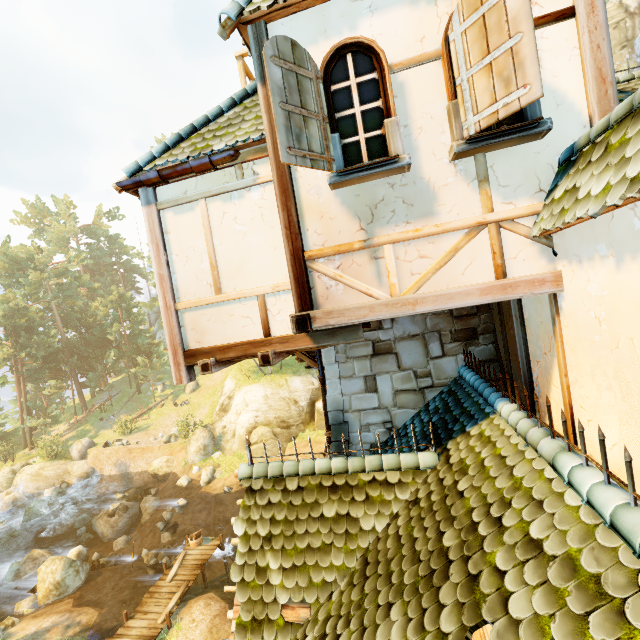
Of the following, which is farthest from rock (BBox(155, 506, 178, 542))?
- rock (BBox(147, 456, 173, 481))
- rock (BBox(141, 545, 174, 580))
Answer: rock (BBox(147, 456, 173, 481))

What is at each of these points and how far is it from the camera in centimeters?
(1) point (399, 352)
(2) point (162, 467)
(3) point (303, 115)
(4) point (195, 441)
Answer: (1) tower, 682cm
(2) rock, 2731cm
(3) window shutters, 350cm
(4) rock, 2688cm

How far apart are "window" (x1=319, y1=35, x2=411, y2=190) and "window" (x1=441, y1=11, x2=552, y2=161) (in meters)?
0.43

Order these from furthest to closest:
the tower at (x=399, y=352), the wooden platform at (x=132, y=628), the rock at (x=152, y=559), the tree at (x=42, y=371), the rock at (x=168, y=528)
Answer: the tree at (x=42, y=371), the rock at (x=168, y=528), the rock at (x=152, y=559), the wooden platform at (x=132, y=628), the tower at (x=399, y=352)

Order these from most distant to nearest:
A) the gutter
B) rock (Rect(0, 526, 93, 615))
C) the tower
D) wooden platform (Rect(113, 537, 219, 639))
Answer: rock (Rect(0, 526, 93, 615)), wooden platform (Rect(113, 537, 219, 639)), the tower, the gutter

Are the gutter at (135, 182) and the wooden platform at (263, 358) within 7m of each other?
yes

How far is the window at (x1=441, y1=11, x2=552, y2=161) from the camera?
3.27m

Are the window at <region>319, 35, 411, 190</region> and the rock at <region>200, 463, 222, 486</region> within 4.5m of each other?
no
